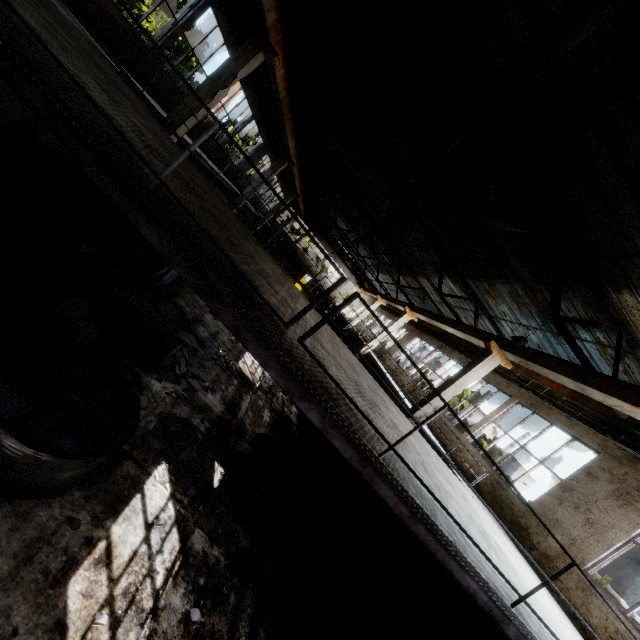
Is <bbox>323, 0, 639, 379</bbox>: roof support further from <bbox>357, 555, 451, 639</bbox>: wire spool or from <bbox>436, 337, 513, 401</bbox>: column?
<bbox>357, 555, 451, 639</bbox>: wire spool

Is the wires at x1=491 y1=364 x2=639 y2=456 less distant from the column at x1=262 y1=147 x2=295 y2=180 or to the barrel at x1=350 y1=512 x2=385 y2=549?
the barrel at x1=350 y1=512 x2=385 y2=549

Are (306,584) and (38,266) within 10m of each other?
yes

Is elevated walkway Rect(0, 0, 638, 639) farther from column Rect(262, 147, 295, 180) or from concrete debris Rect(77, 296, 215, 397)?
concrete debris Rect(77, 296, 215, 397)

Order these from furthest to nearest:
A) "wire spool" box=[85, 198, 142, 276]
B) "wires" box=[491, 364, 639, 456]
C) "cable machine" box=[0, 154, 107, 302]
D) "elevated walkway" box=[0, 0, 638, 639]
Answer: "wires" box=[491, 364, 639, 456] < "wire spool" box=[85, 198, 142, 276] < "cable machine" box=[0, 154, 107, 302] < "elevated walkway" box=[0, 0, 638, 639]

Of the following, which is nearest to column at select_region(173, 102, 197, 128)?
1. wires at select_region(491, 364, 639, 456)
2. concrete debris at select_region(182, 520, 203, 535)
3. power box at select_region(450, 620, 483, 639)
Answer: concrete debris at select_region(182, 520, 203, 535)

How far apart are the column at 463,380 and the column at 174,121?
11.1m

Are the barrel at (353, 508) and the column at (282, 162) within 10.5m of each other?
no
